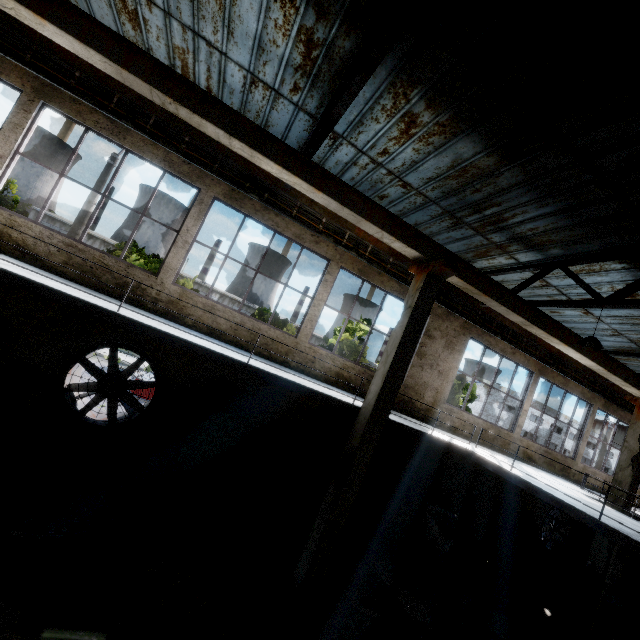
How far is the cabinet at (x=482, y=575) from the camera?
9.32m

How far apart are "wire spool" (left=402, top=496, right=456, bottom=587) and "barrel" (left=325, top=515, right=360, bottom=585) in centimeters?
191cm

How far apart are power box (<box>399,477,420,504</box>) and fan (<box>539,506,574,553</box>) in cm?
667

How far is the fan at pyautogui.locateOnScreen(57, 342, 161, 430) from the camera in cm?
767

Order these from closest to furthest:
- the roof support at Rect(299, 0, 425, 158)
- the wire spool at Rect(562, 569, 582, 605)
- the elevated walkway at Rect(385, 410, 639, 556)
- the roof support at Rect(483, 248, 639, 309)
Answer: the roof support at Rect(299, 0, 425, 158), the elevated walkway at Rect(385, 410, 639, 556), the roof support at Rect(483, 248, 639, 309), the wire spool at Rect(562, 569, 582, 605)

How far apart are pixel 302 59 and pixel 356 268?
5.5 meters

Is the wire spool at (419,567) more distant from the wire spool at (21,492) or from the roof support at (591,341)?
the wire spool at (21,492)

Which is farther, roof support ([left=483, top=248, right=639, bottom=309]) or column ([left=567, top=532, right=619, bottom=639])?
column ([left=567, top=532, right=619, bottom=639])
